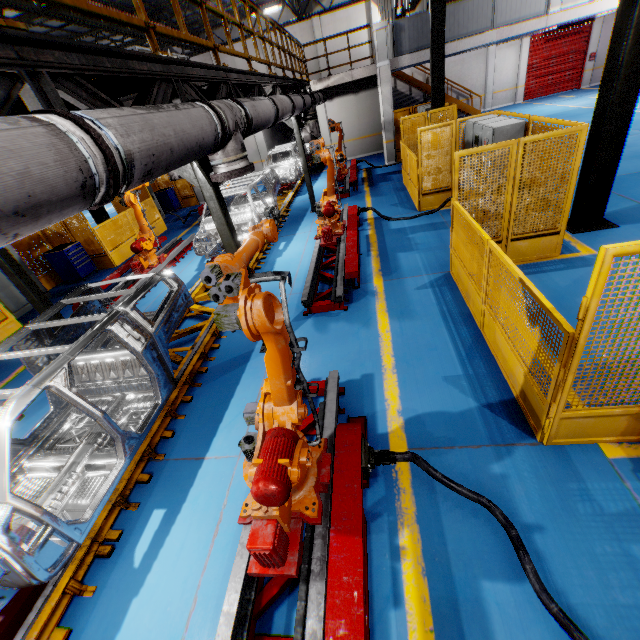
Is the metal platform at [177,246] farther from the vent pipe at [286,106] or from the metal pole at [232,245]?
the vent pipe at [286,106]

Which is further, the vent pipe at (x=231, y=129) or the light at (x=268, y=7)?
the light at (x=268, y=7)

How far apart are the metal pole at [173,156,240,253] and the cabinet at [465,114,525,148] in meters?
5.8 m

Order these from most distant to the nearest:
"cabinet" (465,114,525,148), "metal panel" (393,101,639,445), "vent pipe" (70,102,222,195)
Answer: "cabinet" (465,114,525,148) < "metal panel" (393,101,639,445) < "vent pipe" (70,102,222,195)

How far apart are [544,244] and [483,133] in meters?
3.0 m

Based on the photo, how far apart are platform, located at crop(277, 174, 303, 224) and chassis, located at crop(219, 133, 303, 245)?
0.0 meters

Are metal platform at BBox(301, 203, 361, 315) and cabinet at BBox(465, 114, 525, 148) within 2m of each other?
no

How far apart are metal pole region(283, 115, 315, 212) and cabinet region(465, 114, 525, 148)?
5.0m
